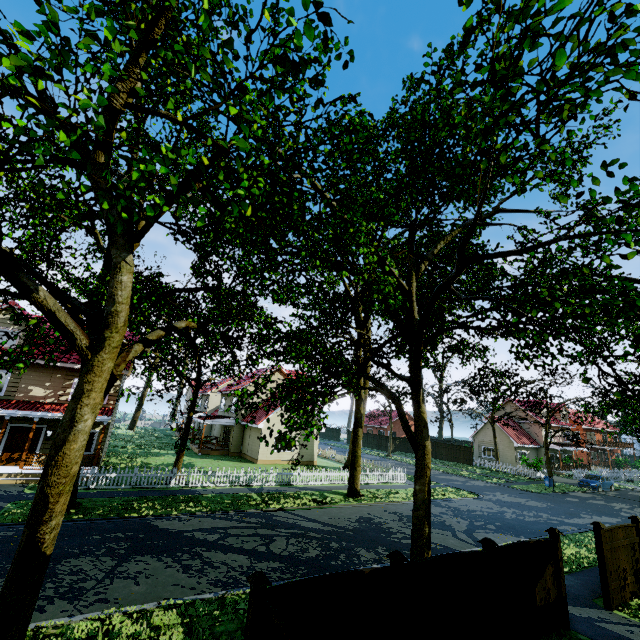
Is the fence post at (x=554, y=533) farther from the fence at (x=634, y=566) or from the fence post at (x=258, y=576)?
the fence post at (x=258, y=576)

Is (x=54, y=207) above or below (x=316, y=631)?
above

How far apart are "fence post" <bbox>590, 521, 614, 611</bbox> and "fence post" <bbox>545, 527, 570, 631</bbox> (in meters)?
2.27

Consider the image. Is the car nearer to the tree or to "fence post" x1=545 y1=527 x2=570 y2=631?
the tree

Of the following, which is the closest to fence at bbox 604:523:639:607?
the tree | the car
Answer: the tree

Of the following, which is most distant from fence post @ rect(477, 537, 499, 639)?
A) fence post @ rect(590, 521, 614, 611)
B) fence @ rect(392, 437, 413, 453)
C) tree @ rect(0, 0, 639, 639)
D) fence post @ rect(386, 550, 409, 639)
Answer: fence post @ rect(590, 521, 614, 611)

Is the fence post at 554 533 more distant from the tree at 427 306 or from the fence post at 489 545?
the tree at 427 306

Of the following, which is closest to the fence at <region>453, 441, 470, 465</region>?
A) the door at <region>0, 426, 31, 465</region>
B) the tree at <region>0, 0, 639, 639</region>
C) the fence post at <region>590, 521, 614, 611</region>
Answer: the fence post at <region>590, 521, 614, 611</region>
